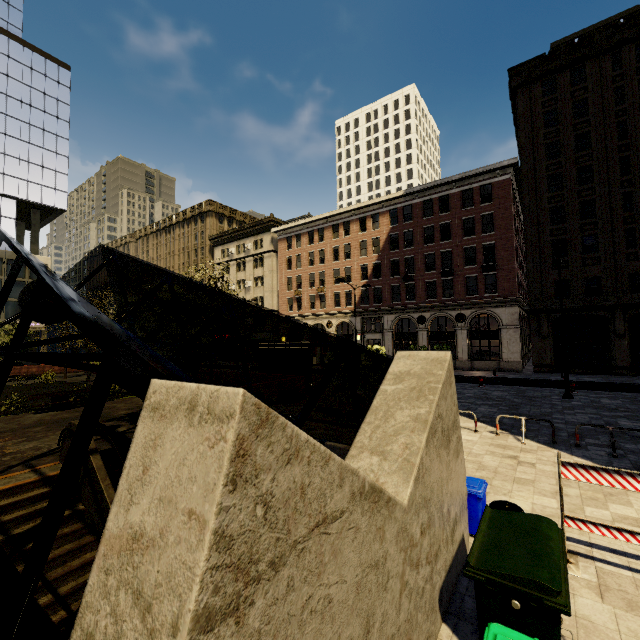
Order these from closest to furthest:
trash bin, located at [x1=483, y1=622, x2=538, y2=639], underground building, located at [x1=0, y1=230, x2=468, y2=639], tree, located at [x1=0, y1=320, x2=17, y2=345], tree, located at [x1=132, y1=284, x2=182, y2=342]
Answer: underground building, located at [x1=0, y1=230, x2=468, y2=639] → trash bin, located at [x1=483, y1=622, x2=538, y2=639] → tree, located at [x1=132, y1=284, x2=182, y2=342] → tree, located at [x1=0, y1=320, x2=17, y2=345]

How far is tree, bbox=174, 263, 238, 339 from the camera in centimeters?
1348cm

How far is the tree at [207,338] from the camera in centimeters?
1373cm

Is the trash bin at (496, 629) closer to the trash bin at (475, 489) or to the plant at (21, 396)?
the trash bin at (475, 489)

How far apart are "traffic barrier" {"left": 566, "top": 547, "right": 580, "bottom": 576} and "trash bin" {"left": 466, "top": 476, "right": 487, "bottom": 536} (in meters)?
0.90

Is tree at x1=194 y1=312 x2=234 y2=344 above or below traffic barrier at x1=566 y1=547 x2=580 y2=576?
above

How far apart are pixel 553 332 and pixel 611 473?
29.37m
